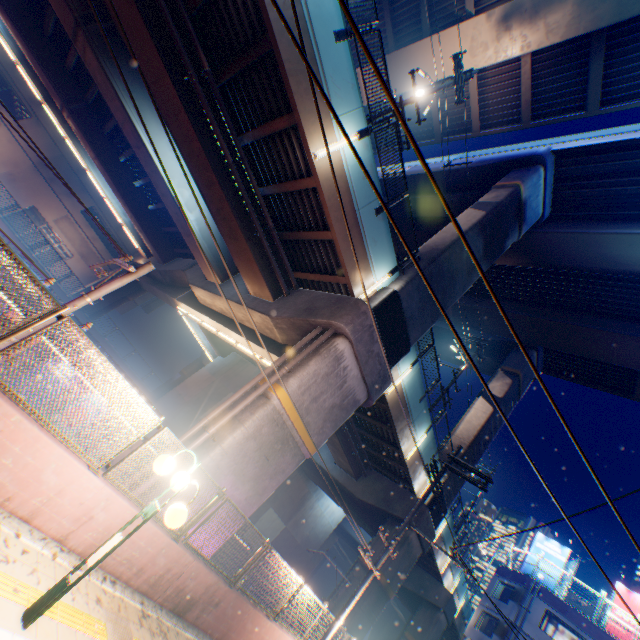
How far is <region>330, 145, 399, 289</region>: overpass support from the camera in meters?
10.2

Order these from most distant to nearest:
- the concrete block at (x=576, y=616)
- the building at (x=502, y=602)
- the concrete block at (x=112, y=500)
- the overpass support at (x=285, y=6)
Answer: the building at (x=502, y=602) < the concrete block at (x=576, y=616) < the overpass support at (x=285, y=6) < the concrete block at (x=112, y=500)

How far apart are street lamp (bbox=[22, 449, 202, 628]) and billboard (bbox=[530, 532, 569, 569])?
38.43m

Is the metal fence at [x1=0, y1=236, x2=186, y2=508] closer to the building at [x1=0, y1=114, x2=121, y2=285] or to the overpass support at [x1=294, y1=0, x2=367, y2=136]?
the overpass support at [x1=294, y1=0, x2=367, y2=136]

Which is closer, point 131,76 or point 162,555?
point 162,555

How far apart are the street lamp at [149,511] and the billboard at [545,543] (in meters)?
38.43
